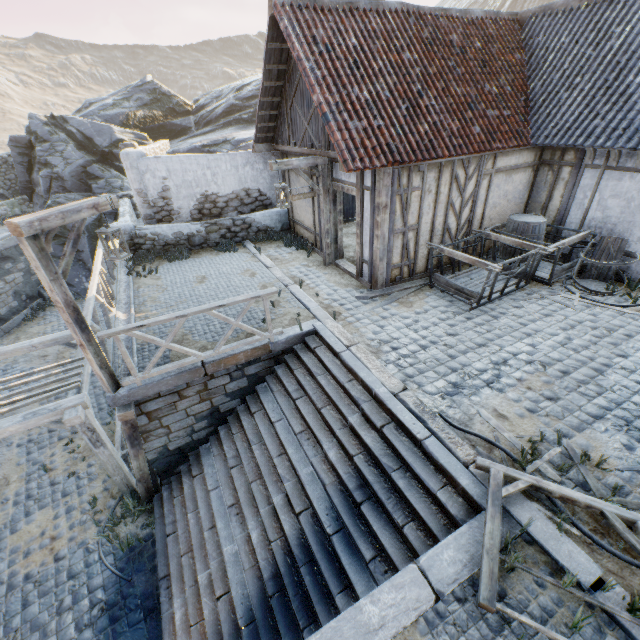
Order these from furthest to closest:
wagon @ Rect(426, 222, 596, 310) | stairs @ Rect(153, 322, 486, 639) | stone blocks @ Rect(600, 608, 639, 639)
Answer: wagon @ Rect(426, 222, 596, 310)
stairs @ Rect(153, 322, 486, 639)
stone blocks @ Rect(600, 608, 639, 639)

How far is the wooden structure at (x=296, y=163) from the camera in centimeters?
772cm

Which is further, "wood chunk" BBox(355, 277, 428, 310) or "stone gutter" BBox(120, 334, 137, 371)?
"wood chunk" BBox(355, 277, 428, 310)

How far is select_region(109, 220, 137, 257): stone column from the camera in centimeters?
1055cm

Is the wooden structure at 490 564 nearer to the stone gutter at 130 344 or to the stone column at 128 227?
the stone gutter at 130 344

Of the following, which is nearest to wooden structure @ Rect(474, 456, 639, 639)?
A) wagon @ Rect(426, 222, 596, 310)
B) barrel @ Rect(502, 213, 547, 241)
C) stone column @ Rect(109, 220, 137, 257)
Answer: wagon @ Rect(426, 222, 596, 310)

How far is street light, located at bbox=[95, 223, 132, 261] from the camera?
5.3 meters

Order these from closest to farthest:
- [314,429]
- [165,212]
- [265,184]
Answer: [314,429] → [165,212] → [265,184]
